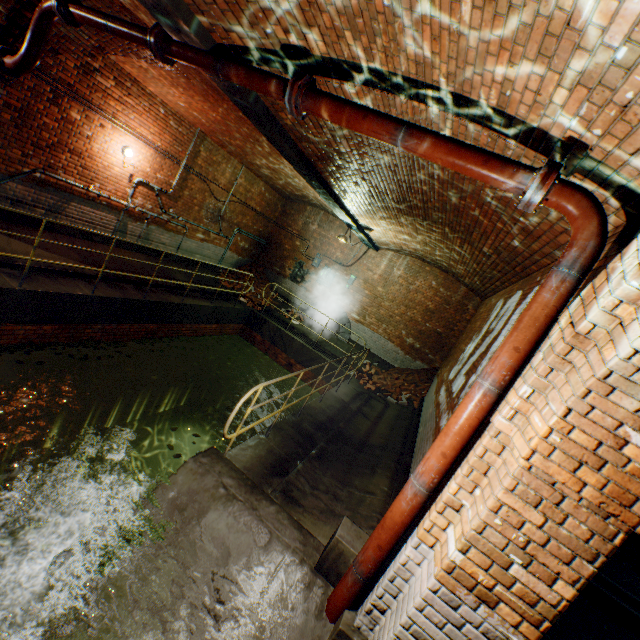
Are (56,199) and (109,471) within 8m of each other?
yes

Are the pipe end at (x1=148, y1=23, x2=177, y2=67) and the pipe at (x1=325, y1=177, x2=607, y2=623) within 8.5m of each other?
yes

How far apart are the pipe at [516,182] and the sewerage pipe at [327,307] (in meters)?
10.25

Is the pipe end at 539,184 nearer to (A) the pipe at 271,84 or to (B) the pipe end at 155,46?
(A) the pipe at 271,84

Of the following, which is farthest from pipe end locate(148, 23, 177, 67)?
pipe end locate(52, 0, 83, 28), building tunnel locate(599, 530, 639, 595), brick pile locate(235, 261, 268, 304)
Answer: brick pile locate(235, 261, 268, 304)

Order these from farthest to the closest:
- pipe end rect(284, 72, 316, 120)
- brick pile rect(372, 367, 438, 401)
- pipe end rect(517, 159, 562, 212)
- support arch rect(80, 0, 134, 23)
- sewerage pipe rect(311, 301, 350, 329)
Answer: sewerage pipe rect(311, 301, 350, 329) < brick pile rect(372, 367, 438, 401) < support arch rect(80, 0, 134, 23) < pipe end rect(284, 72, 316, 120) < pipe end rect(517, 159, 562, 212)

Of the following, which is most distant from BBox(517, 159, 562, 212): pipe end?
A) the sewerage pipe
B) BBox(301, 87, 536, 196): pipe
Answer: the sewerage pipe

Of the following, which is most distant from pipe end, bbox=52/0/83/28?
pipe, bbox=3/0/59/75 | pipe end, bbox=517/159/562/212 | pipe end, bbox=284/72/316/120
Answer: pipe end, bbox=517/159/562/212
